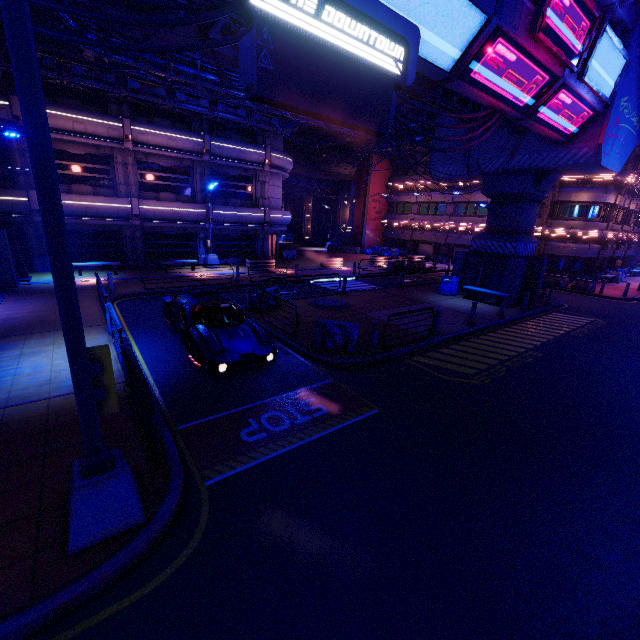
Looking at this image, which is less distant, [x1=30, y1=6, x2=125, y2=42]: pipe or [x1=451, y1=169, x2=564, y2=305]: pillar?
[x1=30, y1=6, x2=125, y2=42]: pipe

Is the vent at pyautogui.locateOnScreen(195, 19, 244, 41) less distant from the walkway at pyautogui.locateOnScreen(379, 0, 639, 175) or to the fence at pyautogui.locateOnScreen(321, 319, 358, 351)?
the walkway at pyautogui.locateOnScreen(379, 0, 639, 175)

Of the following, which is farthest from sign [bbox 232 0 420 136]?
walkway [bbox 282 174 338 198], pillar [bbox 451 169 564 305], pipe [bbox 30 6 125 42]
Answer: walkway [bbox 282 174 338 198]

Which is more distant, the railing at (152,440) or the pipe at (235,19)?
the pipe at (235,19)

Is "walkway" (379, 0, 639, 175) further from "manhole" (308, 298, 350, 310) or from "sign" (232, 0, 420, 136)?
"manhole" (308, 298, 350, 310)

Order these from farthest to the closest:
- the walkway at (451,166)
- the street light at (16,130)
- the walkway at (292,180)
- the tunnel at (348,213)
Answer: the tunnel at (348,213) → the walkway at (292,180) → the walkway at (451,166) → the street light at (16,130)

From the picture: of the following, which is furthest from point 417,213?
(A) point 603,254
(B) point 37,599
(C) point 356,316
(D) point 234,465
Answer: (B) point 37,599

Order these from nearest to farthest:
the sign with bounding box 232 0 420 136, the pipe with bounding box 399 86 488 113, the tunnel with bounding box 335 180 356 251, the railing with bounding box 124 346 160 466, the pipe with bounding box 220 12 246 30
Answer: the sign with bounding box 232 0 420 136, the railing with bounding box 124 346 160 466, the pipe with bounding box 220 12 246 30, the pipe with bounding box 399 86 488 113, the tunnel with bounding box 335 180 356 251
